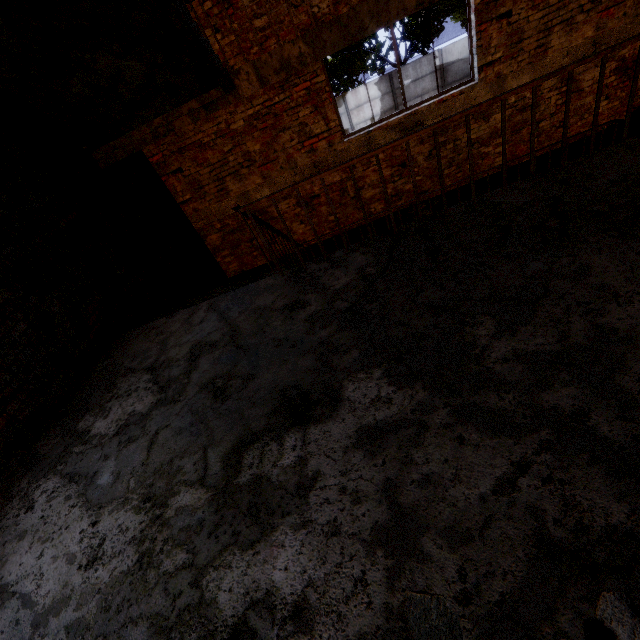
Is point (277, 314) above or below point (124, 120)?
below

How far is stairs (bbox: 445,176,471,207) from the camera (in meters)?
5.52

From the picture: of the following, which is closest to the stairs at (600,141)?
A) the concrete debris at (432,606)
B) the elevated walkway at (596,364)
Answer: the elevated walkway at (596,364)

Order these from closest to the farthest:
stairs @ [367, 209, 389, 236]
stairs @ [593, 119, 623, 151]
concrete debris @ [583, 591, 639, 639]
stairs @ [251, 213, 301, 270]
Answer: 1. concrete debris @ [583, 591, 639, 639]
2. stairs @ [251, 213, 301, 270]
3. stairs @ [593, 119, 623, 151]
4. stairs @ [367, 209, 389, 236]

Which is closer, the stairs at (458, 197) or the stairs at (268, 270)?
the stairs at (268, 270)

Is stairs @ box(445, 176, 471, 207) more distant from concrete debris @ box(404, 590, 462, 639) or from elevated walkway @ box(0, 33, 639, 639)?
concrete debris @ box(404, 590, 462, 639)
